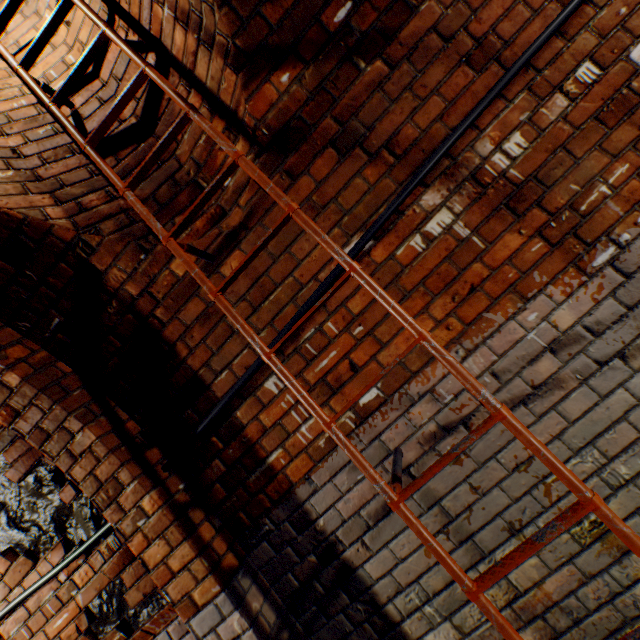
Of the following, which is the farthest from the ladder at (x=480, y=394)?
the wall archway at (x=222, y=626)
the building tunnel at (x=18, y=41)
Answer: the wall archway at (x=222, y=626)

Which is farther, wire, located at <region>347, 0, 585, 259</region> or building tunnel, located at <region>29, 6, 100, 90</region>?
building tunnel, located at <region>29, 6, 100, 90</region>

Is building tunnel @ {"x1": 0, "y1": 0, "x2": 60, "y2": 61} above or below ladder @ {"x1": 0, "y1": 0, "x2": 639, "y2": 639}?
above

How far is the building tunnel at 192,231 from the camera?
1.5m

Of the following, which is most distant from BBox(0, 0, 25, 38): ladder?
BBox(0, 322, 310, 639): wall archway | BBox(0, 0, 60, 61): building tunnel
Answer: BBox(0, 322, 310, 639): wall archway

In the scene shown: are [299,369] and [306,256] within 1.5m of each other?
yes

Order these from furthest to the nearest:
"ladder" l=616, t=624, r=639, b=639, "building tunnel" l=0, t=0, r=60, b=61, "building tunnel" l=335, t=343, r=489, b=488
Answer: "building tunnel" l=0, t=0, r=60, b=61, "building tunnel" l=335, t=343, r=489, b=488, "ladder" l=616, t=624, r=639, b=639
